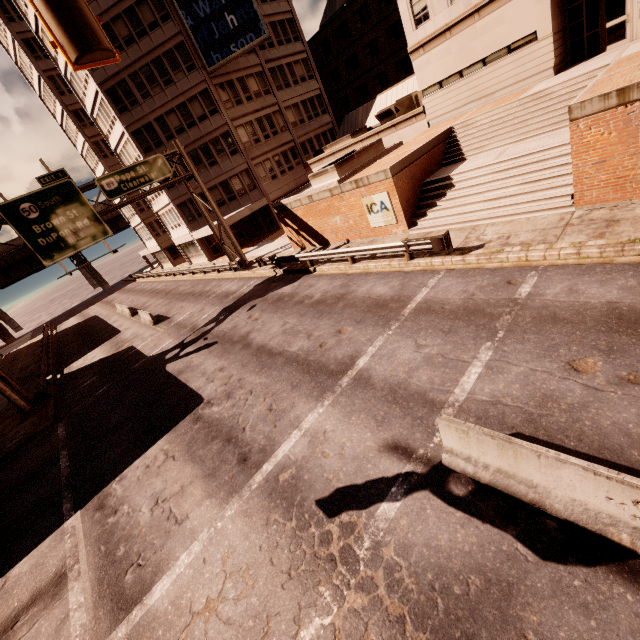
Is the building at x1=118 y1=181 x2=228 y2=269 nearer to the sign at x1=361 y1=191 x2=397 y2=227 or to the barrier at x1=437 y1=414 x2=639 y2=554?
the sign at x1=361 y1=191 x2=397 y2=227

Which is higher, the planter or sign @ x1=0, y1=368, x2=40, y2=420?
the planter

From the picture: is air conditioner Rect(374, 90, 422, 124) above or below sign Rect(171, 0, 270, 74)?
below

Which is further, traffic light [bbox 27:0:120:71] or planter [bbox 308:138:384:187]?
planter [bbox 308:138:384:187]

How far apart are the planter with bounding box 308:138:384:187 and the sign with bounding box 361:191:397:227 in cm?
255

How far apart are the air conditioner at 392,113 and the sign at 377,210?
12.7 meters

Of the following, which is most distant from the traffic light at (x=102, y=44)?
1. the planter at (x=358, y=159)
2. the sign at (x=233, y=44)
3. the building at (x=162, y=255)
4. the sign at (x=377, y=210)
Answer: the sign at (x=233, y=44)

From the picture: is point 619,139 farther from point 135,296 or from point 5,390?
point 135,296
